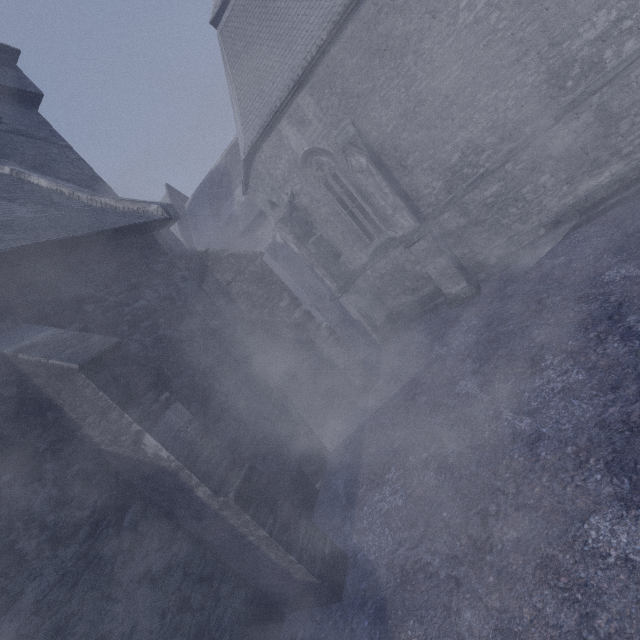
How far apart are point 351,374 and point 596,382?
5.5 meters
